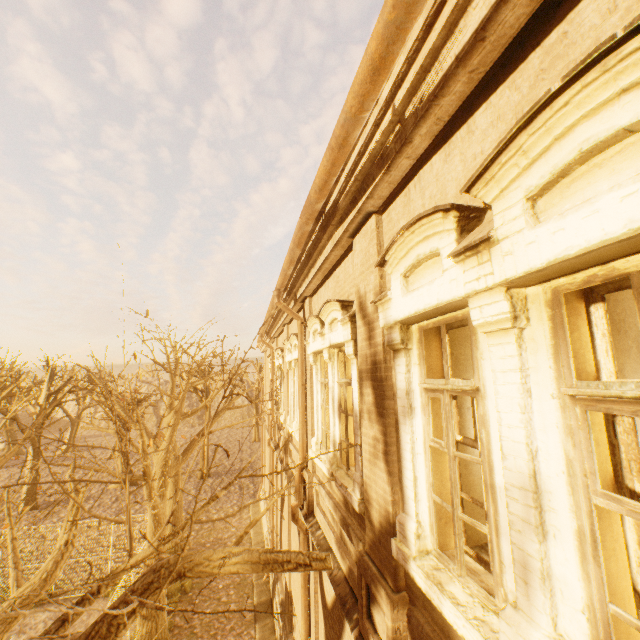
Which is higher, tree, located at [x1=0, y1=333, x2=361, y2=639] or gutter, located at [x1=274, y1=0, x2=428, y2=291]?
gutter, located at [x1=274, y1=0, x2=428, y2=291]

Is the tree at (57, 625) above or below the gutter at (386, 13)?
below

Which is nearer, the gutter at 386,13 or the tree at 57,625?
the gutter at 386,13

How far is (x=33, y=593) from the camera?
2.1m

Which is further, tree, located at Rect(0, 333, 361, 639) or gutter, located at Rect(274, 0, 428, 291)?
tree, located at Rect(0, 333, 361, 639)
